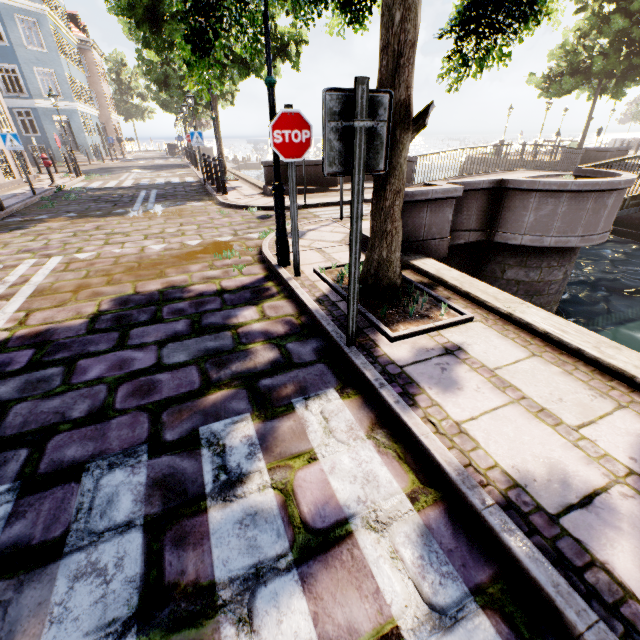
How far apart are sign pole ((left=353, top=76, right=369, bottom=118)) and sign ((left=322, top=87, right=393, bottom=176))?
0.0 meters

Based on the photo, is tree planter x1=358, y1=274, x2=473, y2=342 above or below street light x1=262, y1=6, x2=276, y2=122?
below

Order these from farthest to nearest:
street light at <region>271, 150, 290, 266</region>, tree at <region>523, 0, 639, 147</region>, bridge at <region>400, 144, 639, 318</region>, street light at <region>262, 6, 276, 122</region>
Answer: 1. tree at <region>523, 0, 639, 147</region>
2. bridge at <region>400, 144, 639, 318</region>
3. street light at <region>271, 150, 290, 266</region>
4. street light at <region>262, 6, 276, 122</region>

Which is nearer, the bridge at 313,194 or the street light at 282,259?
the street light at 282,259

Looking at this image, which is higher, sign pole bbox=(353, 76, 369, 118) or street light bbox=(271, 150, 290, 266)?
sign pole bbox=(353, 76, 369, 118)

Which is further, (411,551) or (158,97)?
(158,97)

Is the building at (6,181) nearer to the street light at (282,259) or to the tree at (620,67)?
the tree at (620,67)

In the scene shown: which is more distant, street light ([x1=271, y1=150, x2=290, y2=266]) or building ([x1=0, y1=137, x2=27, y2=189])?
building ([x1=0, y1=137, x2=27, y2=189])
